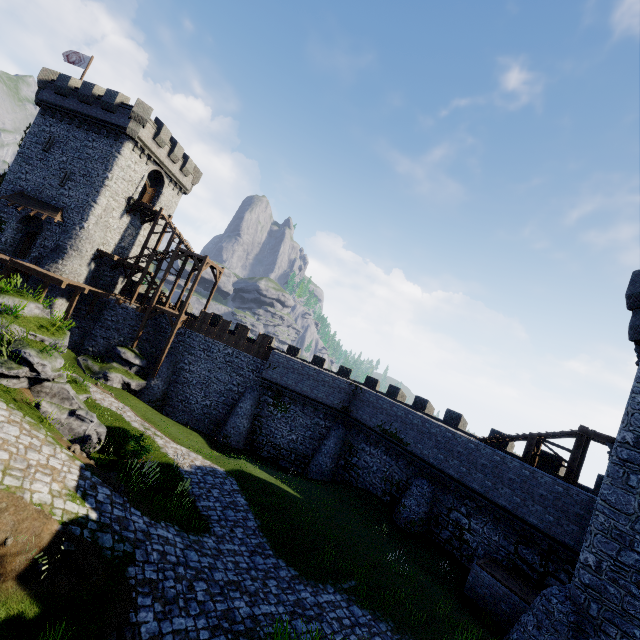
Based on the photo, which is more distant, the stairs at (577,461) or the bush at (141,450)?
the stairs at (577,461)

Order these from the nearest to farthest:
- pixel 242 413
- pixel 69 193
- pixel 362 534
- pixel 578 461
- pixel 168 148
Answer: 1. pixel 362 534
2. pixel 578 461
3. pixel 242 413
4. pixel 69 193
5. pixel 168 148

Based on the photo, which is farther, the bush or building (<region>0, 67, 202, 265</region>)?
building (<region>0, 67, 202, 265</region>)

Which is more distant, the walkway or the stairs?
the walkway

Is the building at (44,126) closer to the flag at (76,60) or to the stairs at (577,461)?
the flag at (76,60)

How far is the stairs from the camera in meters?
16.8 m

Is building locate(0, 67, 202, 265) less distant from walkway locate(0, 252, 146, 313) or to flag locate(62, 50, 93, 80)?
walkway locate(0, 252, 146, 313)

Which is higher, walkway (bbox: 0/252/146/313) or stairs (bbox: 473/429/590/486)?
stairs (bbox: 473/429/590/486)
